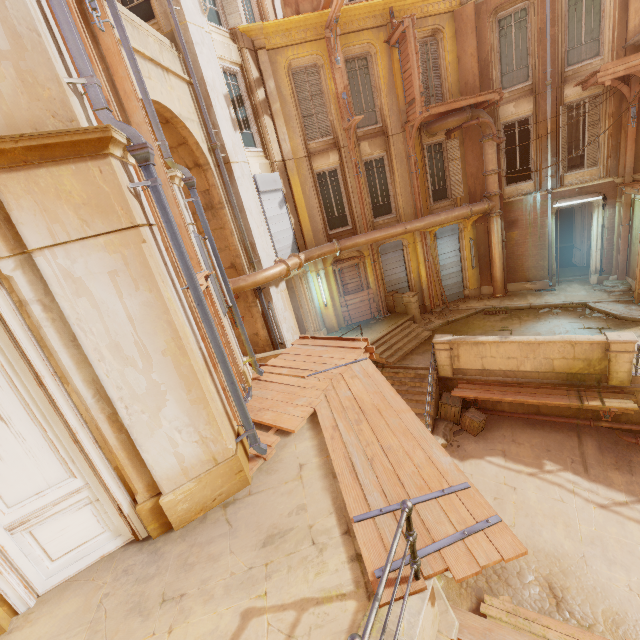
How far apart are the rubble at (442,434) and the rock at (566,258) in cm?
1699

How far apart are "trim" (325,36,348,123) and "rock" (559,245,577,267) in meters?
17.2

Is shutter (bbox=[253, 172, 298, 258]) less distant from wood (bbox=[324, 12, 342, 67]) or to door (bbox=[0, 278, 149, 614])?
wood (bbox=[324, 12, 342, 67])

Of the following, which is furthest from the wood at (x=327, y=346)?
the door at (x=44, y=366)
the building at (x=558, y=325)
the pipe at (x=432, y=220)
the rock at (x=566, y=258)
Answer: the rock at (x=566, y=258)

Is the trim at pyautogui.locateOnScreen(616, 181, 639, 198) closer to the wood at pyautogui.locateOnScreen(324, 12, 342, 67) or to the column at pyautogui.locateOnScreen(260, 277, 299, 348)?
the wood at pyautogui.locateOnScreen(324, 12, 342, 67)

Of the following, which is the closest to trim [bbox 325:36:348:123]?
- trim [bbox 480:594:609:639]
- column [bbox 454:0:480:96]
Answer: column [bbox 454:0:480:96]

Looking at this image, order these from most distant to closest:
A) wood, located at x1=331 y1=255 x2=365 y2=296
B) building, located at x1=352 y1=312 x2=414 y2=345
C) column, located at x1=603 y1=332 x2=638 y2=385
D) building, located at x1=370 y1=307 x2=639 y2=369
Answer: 1. wood, located at x1=331 y1=255 x2=365 y2=296
2. building, located at x1=352 y1=312 x2=414 y2=345
3. building, located at x1=370 y1=307 x2=639 y2=369
4. column, located at x1=603 y1=332 x2=638 y2=385

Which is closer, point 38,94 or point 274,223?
point 38,94
